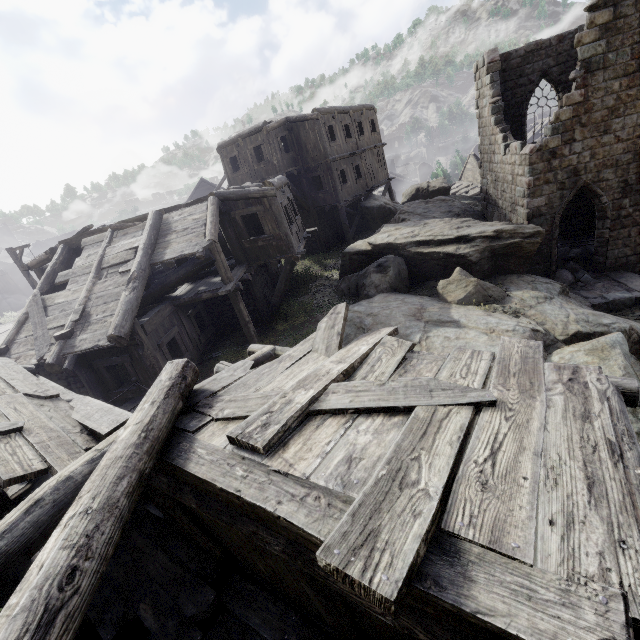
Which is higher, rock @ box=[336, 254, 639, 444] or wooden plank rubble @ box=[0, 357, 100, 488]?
wooden plank rubble @ box=[0, 357, 100, 488]

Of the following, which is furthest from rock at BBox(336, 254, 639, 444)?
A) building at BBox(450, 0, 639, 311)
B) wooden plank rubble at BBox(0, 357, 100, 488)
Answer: wooden plank rubble at BBox(0, 357, 100, 488)

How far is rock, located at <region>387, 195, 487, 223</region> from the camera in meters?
17.8 m

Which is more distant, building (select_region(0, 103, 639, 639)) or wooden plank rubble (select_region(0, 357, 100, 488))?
wooden plank rubble (select_region(0, 357, 100, 488))

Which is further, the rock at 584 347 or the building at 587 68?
the building at 587 68

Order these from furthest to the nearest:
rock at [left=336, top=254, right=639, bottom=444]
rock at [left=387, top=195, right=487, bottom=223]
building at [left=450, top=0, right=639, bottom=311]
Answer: rock at [left=387, top=195, right=487, bottom=223]
building at [left=450, top=0, right=639, bottom=311]
rock at [left=336, top=254, right=639, bottom=444]

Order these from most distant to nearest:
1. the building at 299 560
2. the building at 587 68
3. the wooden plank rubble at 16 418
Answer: the building at 587 68
the wooden plank rubble at 16 418
the building at 299 560

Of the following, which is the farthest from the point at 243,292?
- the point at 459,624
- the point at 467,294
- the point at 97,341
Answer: the point at 459,624
